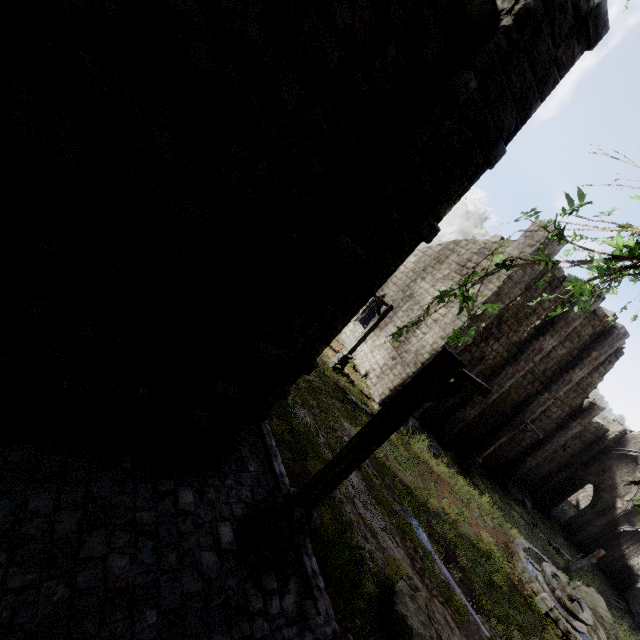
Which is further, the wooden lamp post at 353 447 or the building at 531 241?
the building at 531 241

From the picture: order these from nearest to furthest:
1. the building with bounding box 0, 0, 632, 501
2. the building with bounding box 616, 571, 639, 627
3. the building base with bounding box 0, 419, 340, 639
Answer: the building with bounding box 0, 0, 632, 501, the building base with bounding box 0, 419, 340, 639, the building with bounding box 616, 571, 639, 627

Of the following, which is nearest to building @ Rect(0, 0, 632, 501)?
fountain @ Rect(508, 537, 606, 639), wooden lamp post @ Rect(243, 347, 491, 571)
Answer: wooden lamp post @ Rect(243, 347, 491, 571)

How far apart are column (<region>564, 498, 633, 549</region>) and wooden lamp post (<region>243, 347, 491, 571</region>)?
29.8 meters

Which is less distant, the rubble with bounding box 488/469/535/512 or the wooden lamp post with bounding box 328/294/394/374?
the wooden lamp post with bounding box 328/294/394/374

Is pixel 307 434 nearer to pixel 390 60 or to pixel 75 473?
pixel 75 473

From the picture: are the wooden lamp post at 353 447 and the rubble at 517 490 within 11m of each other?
no

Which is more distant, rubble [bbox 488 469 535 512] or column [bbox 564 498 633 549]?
column [bbox 564 498 633 549]
